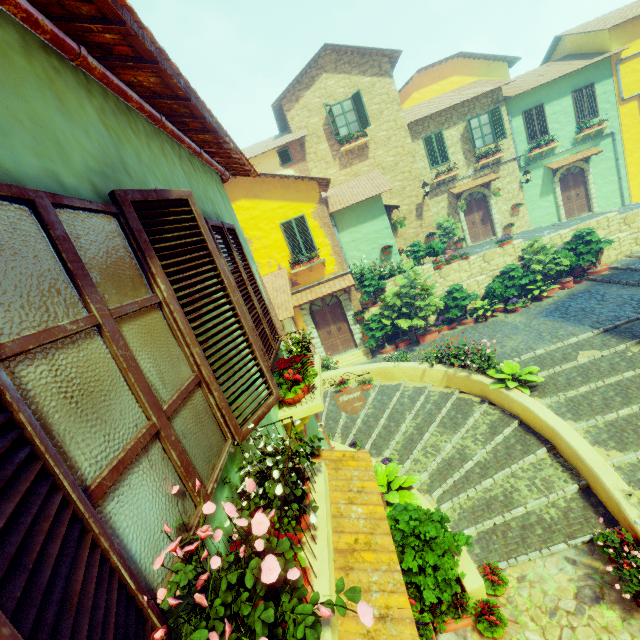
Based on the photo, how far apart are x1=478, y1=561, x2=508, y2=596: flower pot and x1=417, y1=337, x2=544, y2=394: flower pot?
4.2 meters

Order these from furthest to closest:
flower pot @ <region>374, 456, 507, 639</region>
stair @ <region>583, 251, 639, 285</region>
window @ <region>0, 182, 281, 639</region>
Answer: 1. stair @ <region>583, 251, 639, 285</region>
2. flower pot @ <region>374, 456, 507, 639</region>
3. window @ <region>0, 182, 281, 639</region>

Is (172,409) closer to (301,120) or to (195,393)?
(195,393)

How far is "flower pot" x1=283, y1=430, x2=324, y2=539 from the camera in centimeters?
165cm

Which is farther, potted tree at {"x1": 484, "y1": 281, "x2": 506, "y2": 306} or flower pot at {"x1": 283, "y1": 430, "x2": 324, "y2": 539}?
potted tree at {"x1": 484, "y1": 281, "x2": 506, "y2": 306}

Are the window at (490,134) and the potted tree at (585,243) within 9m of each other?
yes

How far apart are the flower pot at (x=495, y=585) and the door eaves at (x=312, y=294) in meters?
9.7

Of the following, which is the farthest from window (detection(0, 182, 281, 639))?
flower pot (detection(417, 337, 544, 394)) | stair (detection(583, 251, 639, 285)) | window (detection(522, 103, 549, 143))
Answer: window (detection(522, 103, 549, 143))
